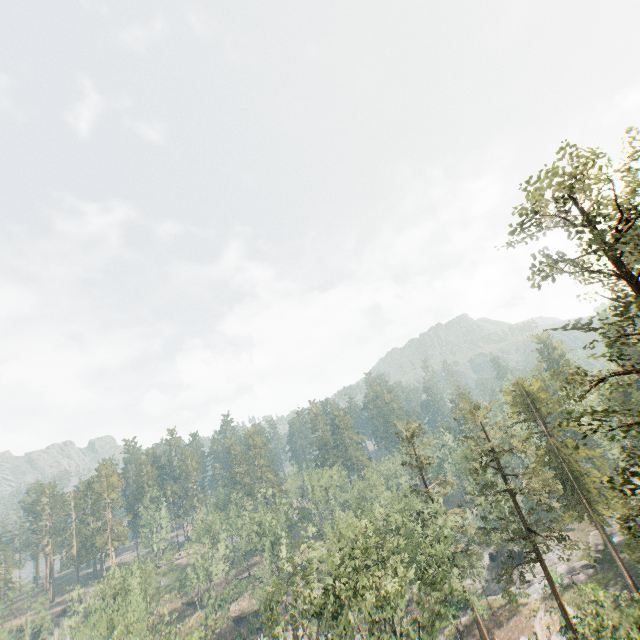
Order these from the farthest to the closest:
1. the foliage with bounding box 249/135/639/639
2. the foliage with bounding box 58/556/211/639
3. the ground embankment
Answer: the ground embankment, the foliage with bounding box 58/556/211/639, the foliage with bounding box 249/135/639/639

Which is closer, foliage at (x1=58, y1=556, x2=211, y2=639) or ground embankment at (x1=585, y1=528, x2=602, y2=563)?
foliage at (x1=58, y1=556, x2=211, y2=639)

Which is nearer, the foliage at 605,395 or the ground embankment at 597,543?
the foliage at 605,395

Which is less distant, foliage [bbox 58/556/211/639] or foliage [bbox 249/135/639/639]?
foliage [bbox 249/135/639/639]

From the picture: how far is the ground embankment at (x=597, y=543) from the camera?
43.41m

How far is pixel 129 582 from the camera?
55.2m

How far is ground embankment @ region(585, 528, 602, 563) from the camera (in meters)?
43.41
